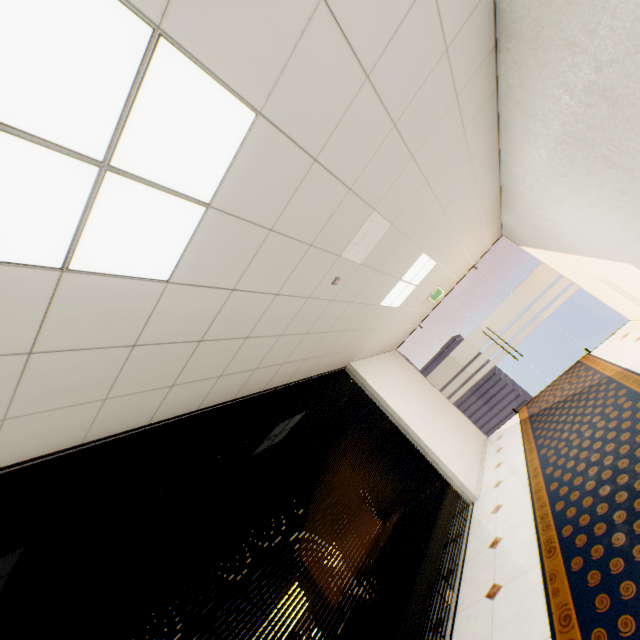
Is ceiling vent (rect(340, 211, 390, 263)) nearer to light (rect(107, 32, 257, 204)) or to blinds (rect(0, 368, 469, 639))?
light (rect(107, 32, 257, 204))

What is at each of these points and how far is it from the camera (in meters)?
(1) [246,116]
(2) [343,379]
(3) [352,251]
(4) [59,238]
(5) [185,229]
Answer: (1) light, 1.45
(2) blinds, 5.86
(3) ceiling vent, 3.05
(4) light, 1.29
(5) light, 1.65

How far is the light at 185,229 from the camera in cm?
132

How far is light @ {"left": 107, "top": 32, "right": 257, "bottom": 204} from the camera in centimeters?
115cm

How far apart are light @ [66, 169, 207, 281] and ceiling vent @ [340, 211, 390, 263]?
1.52m

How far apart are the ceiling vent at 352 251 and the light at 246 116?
1.5 meters

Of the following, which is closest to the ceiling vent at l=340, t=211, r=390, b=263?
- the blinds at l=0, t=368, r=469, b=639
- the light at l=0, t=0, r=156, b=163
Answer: the light at l=0, t=0, r=156, b=163
